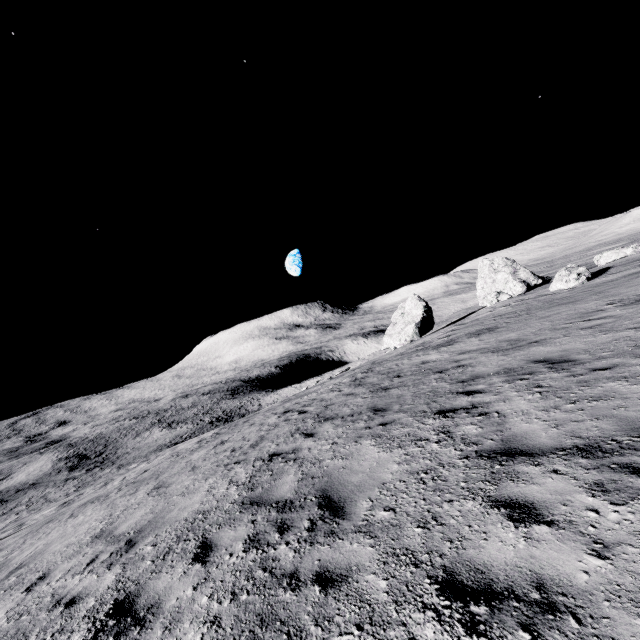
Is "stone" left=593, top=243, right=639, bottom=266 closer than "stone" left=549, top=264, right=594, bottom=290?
No

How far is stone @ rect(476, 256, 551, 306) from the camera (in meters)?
36.56

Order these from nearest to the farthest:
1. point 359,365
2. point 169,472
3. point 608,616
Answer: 1. point 608,616
2. point 169,472
3. point 359,365

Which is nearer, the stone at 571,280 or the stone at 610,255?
the stone at 571,280

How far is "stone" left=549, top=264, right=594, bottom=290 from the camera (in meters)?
19.33

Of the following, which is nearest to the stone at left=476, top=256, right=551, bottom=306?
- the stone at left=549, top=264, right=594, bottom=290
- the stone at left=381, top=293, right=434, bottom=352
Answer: the stone at left=381, top=293, right=434, bottom=352

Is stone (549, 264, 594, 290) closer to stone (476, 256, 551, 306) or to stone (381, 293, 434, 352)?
stone (476, 256, 551, 306)

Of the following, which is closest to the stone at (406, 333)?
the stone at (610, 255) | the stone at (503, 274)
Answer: the stone at (503, 274)
